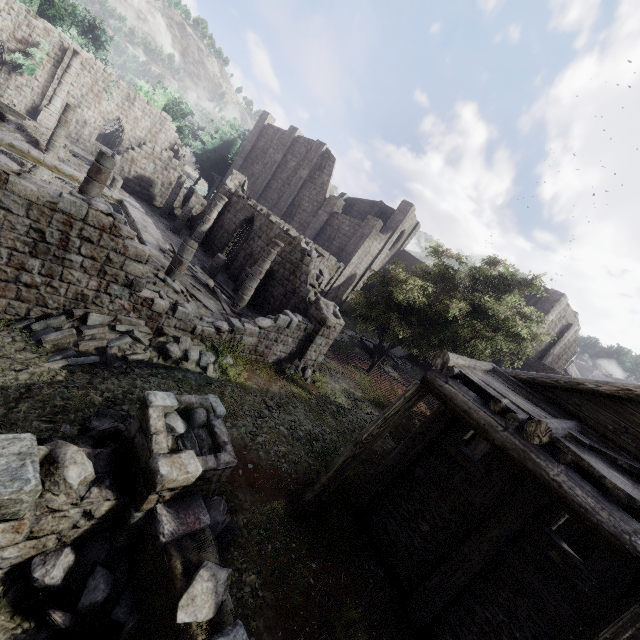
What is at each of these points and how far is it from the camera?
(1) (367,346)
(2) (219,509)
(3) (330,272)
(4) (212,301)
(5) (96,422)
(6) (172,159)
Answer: (1) fountain, 27.0m
(2) rubble, 6.3m
(3) stone arch, 30.4m
(4) wooden plank rubble, 14.7m
(5) rubble, 6.7m
(6) building, 25.0m

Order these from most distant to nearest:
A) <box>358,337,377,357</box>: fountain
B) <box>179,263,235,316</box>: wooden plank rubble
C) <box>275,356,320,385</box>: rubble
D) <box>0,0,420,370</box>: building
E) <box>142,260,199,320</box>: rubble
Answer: <box>358,337,377,357</box>: fountain
<box>275,356,320,385</box>: rubble
<box>179,263,235,316</box>: wooden plank rubble
<box>142,260,199,320</box>: rubble
<box>0,0,420,370</box>: building

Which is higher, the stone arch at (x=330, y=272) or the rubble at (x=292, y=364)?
the stone arch at (x=330, y=272)

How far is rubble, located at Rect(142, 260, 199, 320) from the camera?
10.65m

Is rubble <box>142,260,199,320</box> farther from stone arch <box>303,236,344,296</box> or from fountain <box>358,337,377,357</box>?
fountain <box>358,337,377,357</box>

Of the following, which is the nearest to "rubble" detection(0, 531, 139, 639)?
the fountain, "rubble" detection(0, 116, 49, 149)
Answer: the fountain

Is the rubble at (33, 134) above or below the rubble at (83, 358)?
above

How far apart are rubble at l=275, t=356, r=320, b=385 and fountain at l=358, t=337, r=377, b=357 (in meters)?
12.00
